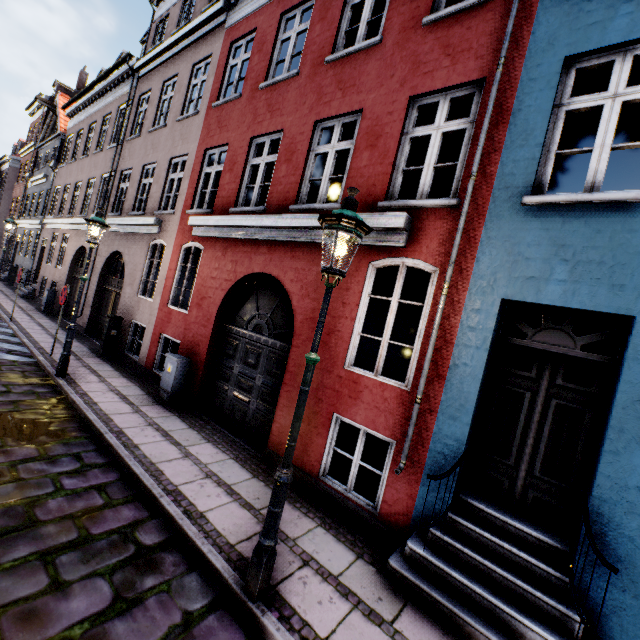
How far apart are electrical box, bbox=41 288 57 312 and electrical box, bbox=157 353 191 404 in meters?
11.6 m

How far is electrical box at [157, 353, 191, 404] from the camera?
7.3 meters

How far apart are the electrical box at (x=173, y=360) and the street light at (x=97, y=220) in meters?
2.1

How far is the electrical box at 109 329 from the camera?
9.9m

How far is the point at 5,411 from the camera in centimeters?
550cm

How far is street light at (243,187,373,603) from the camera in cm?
290

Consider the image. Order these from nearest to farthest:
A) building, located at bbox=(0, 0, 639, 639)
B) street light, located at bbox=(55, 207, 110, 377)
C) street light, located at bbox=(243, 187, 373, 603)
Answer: street light, located at bbox=(243, 187, 373, 603) → building, located at bbox=(0, 0, 639, 639) → street light, located at bbox=(55, 207, 110, 377)

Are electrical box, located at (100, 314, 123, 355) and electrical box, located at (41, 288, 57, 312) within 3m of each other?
no
